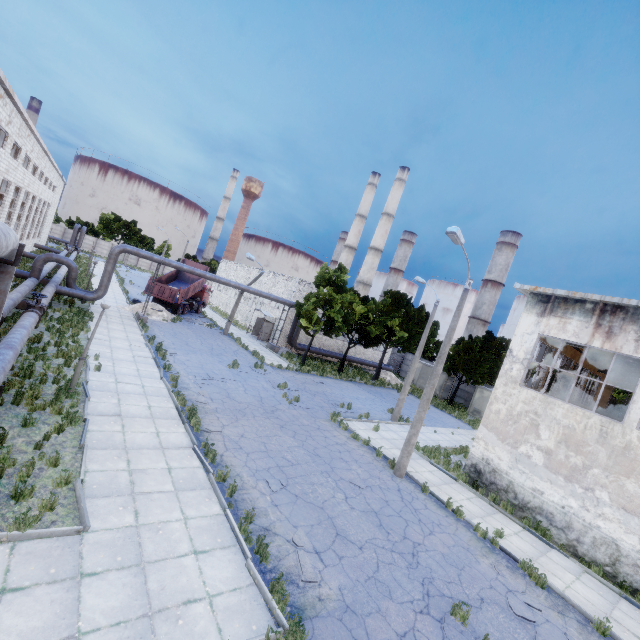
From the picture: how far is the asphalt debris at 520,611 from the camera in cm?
811

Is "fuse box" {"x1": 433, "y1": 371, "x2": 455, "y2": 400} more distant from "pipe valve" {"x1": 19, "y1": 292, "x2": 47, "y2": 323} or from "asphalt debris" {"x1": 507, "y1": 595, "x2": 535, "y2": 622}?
"pipe valve" {"x1": 19, "y1": 292, "x2": 47, "y2": 323}

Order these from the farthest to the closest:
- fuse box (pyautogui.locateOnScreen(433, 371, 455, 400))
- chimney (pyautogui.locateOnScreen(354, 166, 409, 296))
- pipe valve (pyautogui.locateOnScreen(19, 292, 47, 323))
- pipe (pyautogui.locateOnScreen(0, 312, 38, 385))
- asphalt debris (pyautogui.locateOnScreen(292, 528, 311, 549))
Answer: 1. chimney (pyautogui.locateOnScreen(354, 166, 409, 296))
2. fuse box (pyautogui.locateOnScreen(433, 371, 455, 400))
3. pipe valve (pyautogui.locateOnScreen(19, 292, 47, 323))
4. pipe (pyautogui.locateOnScreen(0, 312, 38, 385))
5. asphalt debris (pyautogui.locateOnScreen(292, 528, 311, 549))

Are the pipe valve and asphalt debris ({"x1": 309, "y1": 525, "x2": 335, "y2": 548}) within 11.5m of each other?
no

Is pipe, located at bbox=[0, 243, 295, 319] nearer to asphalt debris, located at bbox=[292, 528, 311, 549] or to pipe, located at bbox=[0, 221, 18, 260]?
pipe, located at bbox=[0, 221, 18, 260]

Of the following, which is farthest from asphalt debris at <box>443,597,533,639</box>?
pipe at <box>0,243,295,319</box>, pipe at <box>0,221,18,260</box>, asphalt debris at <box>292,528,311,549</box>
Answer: pipe at <box>0,243,295,319</box>

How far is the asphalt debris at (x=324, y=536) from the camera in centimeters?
834cm

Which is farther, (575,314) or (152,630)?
(575,314)
